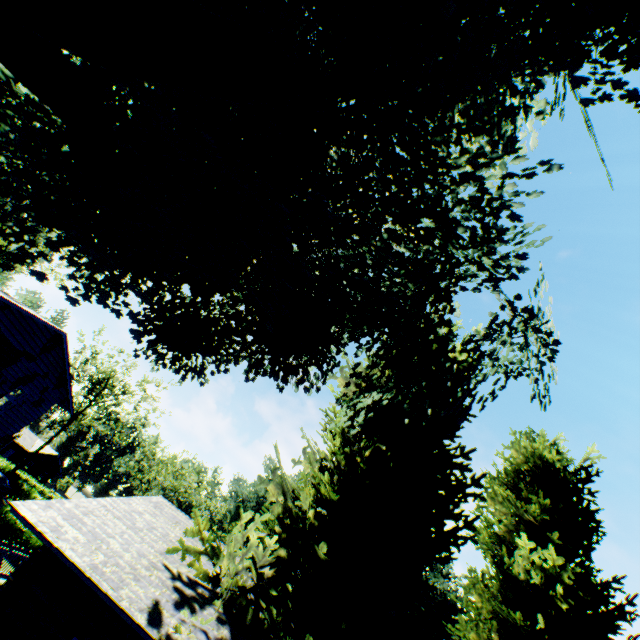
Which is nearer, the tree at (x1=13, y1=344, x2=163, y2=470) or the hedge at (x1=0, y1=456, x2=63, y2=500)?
the hedge at (x1=0, y1=456, x2=63, y2=500)

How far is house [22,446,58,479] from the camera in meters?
56.4

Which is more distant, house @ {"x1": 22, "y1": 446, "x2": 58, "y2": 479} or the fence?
house @ {"x1": 22, "y1": 446, "x2": 58, "y2": 479}

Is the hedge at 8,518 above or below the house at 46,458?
below

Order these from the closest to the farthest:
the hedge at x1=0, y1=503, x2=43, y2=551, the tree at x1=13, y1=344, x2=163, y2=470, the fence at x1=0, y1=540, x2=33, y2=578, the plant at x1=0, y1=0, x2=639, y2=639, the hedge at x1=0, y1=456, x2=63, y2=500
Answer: the plant at x1=0, y1=0, x2=639, y2=639 < the fence at x1=0, y1=540, x2=33, y2=578 < the hedge at x1=0, y1=503, x2=43, y2=551 < the hedge at x1=0, y1=456, x2=63, y2=500 < the tree at x1=13, y1=344, x2=163, y2=470

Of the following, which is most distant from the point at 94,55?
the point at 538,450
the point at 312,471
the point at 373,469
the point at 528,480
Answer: the point at 528,480

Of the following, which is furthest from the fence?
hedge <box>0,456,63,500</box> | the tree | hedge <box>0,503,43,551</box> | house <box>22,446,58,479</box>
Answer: house <box>22,446,58,479</box>

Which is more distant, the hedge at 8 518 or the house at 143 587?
the hedge at 8 518
